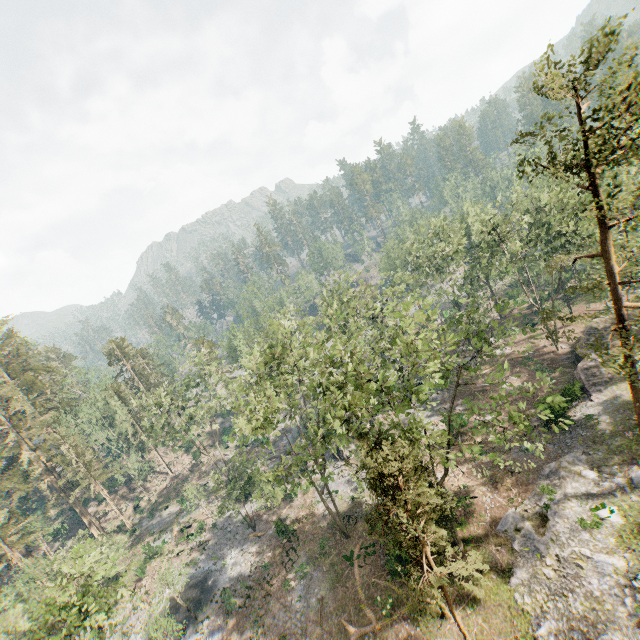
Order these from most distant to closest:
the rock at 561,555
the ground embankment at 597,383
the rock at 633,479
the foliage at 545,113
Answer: the ground embankment at 597,383, the rock at 633,479, the rock at 561,555, the foliage at 545,113

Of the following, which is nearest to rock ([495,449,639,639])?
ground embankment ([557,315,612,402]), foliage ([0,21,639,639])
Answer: foliage ([0,21,639,639])

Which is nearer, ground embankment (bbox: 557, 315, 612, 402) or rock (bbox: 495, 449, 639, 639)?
rock (bbox: 495, 449, 639, 639)

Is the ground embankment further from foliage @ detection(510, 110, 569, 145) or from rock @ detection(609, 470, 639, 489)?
rock @ detection(609, 470, 639, 489)

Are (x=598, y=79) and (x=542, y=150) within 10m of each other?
yes

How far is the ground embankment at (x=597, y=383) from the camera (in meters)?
29.34

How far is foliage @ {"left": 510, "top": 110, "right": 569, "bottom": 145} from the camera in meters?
15.0 m
